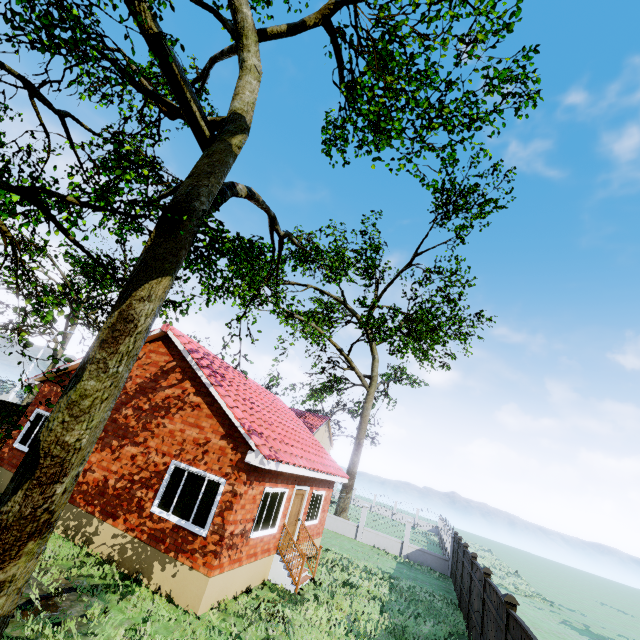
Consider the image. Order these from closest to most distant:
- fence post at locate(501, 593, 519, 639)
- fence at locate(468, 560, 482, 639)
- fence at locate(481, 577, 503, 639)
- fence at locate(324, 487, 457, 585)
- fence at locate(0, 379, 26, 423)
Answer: fence post at locate(501, 593, 519, 639) → fence at locate(481, 577, 503, 639) → fence at locate(468, 560, 482, 639) → fence at locate(0, 379, 26, 423) → fence at locate(324, 487, 457, 585)

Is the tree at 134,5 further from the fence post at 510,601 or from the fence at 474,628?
the fence post at 510,601

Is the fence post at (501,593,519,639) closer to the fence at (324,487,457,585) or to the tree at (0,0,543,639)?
the fence at (324,487,457,585)

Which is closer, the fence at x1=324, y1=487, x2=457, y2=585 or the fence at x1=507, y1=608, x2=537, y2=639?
the fence at x1=507, y1=608, x2=537, y2=639

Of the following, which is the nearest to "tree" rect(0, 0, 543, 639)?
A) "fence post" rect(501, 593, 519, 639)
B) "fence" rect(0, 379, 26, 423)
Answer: "fence" rect(0, 379, 26, 423)

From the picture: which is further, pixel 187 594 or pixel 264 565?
pixel 264 565

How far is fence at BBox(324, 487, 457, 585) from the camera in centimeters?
2078cm

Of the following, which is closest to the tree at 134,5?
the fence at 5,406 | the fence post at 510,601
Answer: the fence at 5,406
